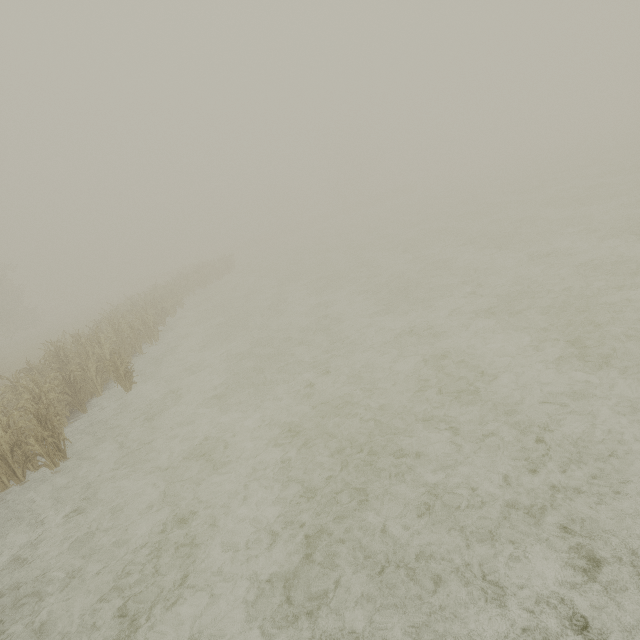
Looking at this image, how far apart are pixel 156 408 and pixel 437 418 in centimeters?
764cm
